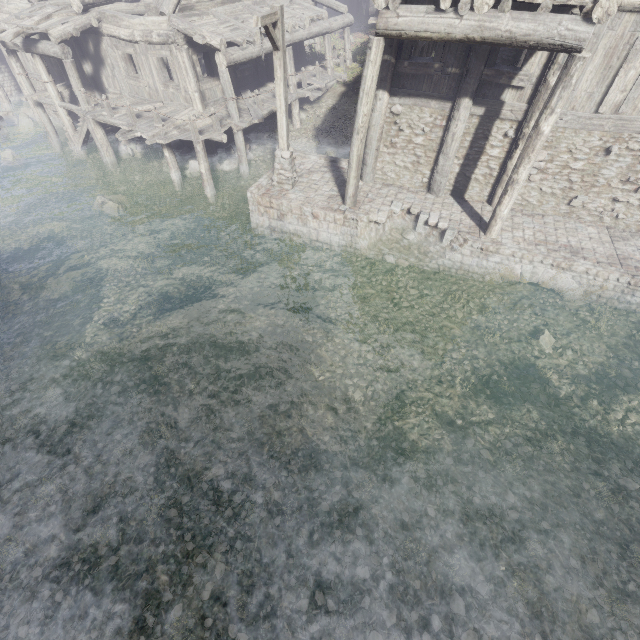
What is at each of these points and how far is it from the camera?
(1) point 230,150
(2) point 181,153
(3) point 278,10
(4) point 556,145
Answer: (1) rubble, 16.0m
(2) rubble, 15.9m
(3) wooden lamp post, 8.4m
(4) building, 9.8m

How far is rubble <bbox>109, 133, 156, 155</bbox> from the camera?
17.05m

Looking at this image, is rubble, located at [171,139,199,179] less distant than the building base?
No

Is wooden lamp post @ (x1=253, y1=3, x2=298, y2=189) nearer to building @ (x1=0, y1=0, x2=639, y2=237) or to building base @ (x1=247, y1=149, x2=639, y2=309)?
building base @ (x1=247, y1=149, x2=639, y2=309)

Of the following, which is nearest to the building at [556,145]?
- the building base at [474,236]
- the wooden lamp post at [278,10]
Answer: the building base at [474,236]

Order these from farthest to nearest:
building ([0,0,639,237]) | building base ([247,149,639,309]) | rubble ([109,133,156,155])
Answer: rubble ([109,133,156,155]) < building base ([247,149,639,309]) < building ([0,0,639,237])

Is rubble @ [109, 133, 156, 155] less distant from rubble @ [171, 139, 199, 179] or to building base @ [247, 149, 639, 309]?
rubble @ [171, 139, 199, 179]

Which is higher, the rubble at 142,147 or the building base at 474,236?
the building base at 474,236
